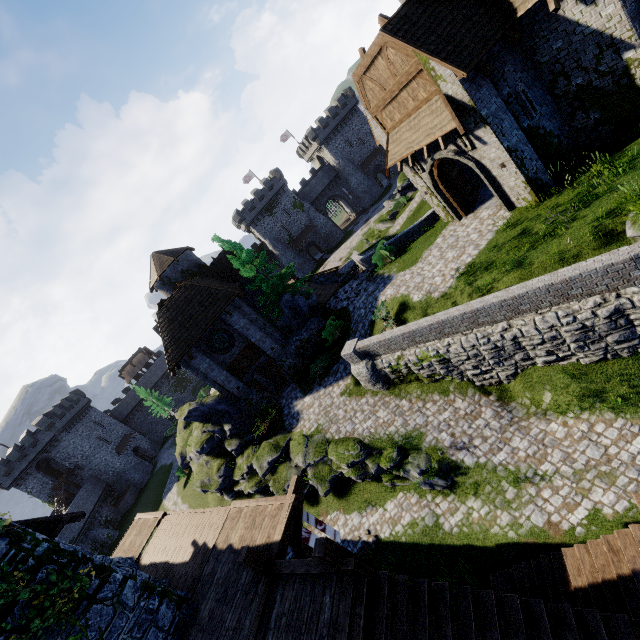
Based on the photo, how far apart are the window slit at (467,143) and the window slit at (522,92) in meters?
2.0

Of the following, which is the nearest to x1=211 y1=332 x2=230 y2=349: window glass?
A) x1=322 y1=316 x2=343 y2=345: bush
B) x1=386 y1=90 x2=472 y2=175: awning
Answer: x1=322 y1=316 x2=343 y2=345: bush

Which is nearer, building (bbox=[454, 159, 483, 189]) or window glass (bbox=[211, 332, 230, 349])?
building (bbox=[454, 159, 483, 189])

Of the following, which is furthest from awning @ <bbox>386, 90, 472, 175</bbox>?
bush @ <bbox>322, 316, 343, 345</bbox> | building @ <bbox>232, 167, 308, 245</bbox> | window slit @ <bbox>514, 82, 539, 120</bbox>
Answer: building @ <bbox>232, 167, 308, 245</bbox>

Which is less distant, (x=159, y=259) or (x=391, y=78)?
(x=391, y=78)

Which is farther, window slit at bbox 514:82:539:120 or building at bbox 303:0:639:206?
window slit at bbox 514:82:539:120

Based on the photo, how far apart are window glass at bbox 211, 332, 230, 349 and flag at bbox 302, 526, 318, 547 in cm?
1398

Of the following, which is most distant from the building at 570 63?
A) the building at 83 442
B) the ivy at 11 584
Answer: the building at 83 442
